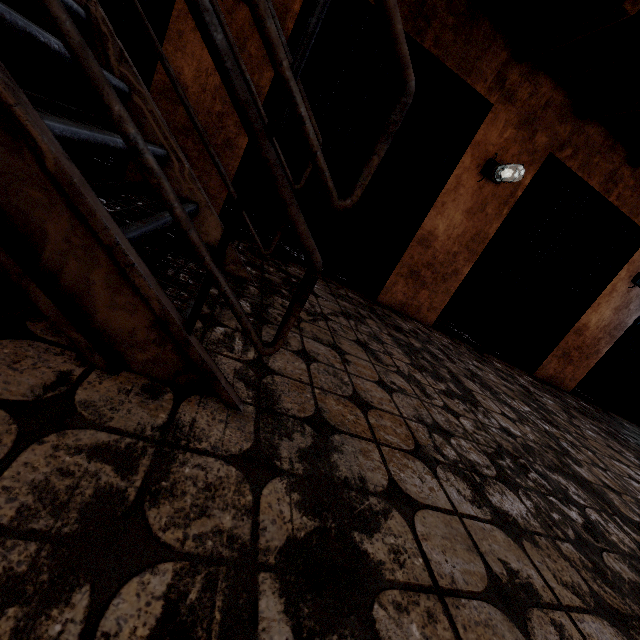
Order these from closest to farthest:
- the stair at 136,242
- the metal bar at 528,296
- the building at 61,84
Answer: the stair at 136,242 → the metal bar at 528,296 → the building at 61,84

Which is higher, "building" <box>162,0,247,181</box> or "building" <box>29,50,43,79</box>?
"building" <box>162,0,247,181</box>

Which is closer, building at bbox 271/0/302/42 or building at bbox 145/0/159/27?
building at bbox 271/0/302/42

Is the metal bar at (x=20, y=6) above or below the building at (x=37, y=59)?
above

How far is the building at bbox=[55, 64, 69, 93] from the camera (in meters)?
5.07

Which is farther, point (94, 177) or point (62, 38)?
point (94, 177)

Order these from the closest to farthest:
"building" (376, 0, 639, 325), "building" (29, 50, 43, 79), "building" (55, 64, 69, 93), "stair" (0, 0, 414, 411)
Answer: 1. "stair" (0, 0, 414, 411)
2. "building" (376, 0, 639, 325)
3. "building" (29, 50, 43, 79)
4. "building" (55, 64, 69, 93)
